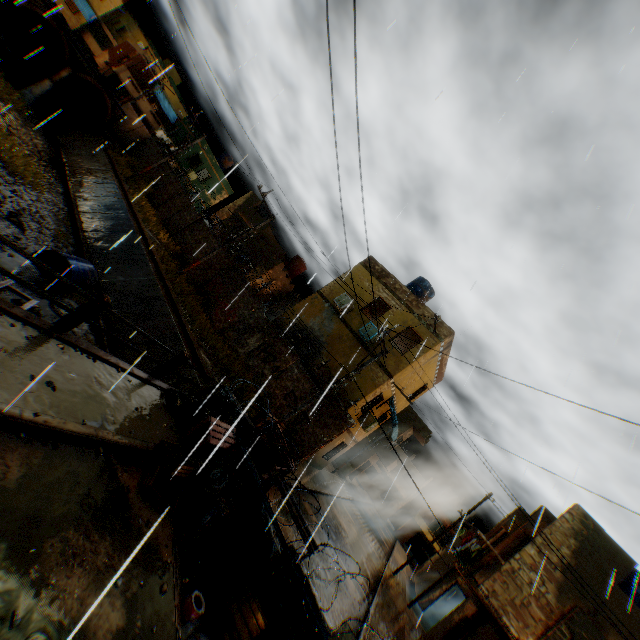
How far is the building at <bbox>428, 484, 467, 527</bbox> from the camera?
44.8m

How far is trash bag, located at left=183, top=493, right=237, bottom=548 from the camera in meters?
5.5 m

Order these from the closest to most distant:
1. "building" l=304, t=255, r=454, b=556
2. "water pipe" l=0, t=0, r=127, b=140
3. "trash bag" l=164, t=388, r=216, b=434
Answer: "trash bag" l=164, t=388, r=216, b=434 → "building" l=304, t=255, r=454, b=556 → "water pipe" l=0, t=0, r=127, b=140

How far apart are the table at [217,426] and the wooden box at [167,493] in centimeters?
42cm

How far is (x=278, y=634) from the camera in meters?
5.3 m

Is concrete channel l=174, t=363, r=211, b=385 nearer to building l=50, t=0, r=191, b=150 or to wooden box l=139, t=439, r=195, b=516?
building l=50, t=0, r=191, b=150

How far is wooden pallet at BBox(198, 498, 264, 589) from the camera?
5.2 meters

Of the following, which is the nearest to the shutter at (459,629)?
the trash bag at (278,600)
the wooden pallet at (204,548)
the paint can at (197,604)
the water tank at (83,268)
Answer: the trash bag at (278,600)
